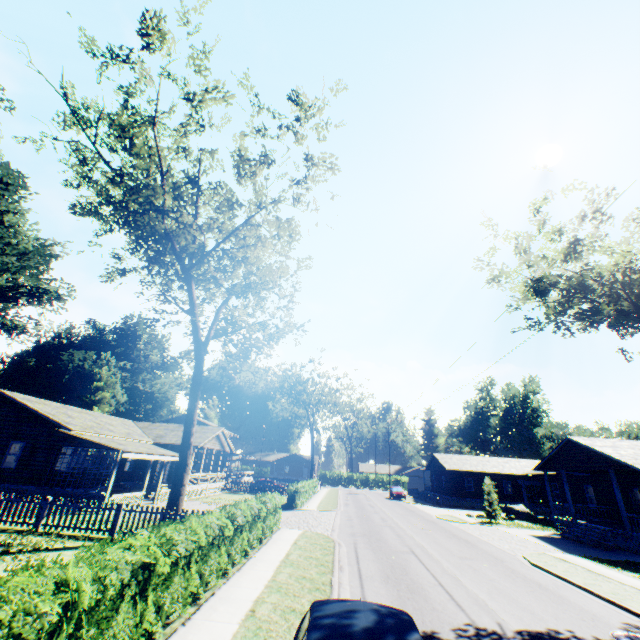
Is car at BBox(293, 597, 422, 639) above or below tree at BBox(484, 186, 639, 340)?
below

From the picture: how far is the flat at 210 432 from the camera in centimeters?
3110cm

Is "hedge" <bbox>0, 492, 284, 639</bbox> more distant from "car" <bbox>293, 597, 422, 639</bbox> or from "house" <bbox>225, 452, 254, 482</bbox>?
"house" <bbox>225, 452, 254, 482</bbox>

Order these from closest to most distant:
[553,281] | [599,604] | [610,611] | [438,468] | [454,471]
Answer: [610,611]
[599,604]
[553,281]
[454,471]
[438,468]

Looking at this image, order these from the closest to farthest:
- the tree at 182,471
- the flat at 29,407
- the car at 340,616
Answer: the car at 340,616
the tree at 182,471
the flat at 29,407

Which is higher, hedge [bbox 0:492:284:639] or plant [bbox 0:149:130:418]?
plant [bbox 0:149:130:418]

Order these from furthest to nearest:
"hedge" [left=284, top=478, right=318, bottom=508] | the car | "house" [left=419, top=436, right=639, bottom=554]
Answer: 1. "hedge" [left=284, top=478, right=318, bottom=508]
2. "house" [left=419, top=436, right=639, bottom=554]
3. the car

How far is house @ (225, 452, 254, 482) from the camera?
46.3 meters
